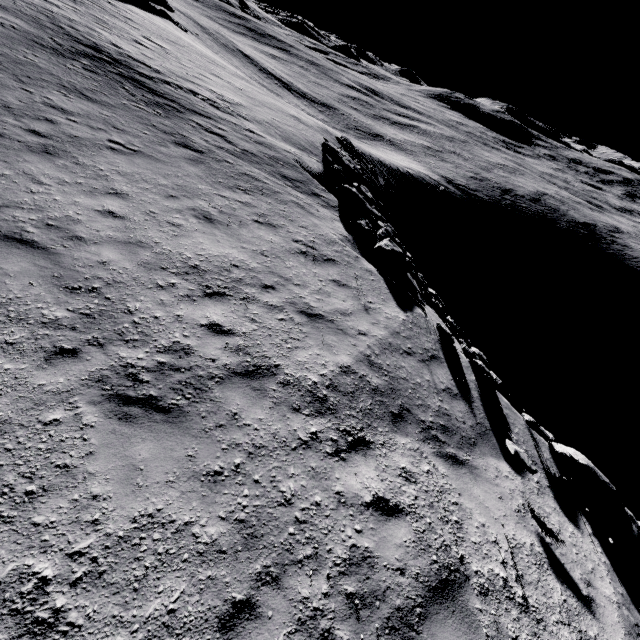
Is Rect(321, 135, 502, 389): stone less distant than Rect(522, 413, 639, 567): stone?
No

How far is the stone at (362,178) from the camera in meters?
11.0

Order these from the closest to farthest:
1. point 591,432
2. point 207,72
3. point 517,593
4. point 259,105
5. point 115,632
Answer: point 115,632
point 517,593
point 259,105
point 207,72
point 591,432

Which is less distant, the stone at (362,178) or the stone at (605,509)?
the stone at (605,509)

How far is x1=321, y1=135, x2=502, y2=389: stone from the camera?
11.0 meters
